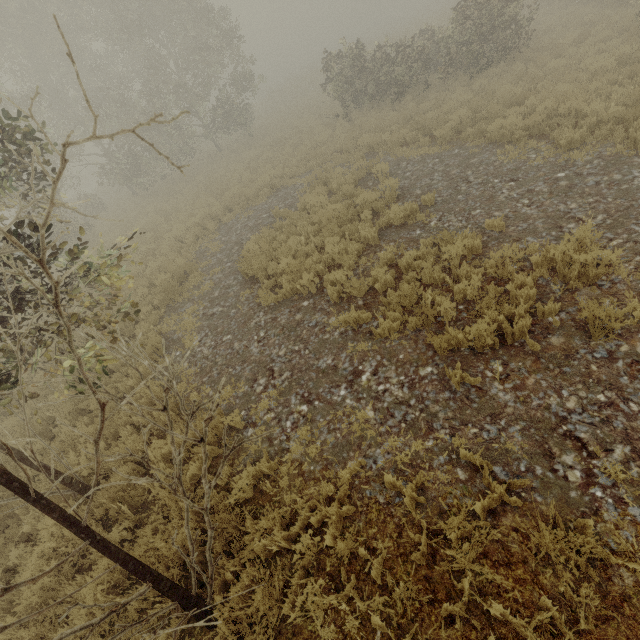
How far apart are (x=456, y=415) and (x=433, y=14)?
47.6 meters
